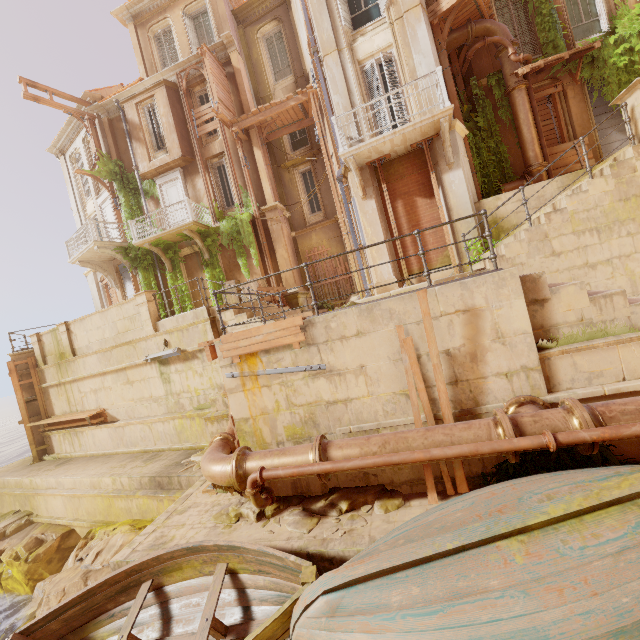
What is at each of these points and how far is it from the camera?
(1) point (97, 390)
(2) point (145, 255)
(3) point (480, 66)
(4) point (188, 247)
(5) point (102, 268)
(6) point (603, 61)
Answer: (1) building, 13.2 meters
(2) plant, 17.4 meters
(3) column, 11.6 meters
(4) column, 17.0 meters
(5) support, 18.9 meters
(6) plant, 10.9 meters

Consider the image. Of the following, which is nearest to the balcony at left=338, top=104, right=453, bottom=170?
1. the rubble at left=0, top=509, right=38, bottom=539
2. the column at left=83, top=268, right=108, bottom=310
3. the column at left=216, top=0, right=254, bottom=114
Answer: the column at left=216, top=0, right=254, bottom=114

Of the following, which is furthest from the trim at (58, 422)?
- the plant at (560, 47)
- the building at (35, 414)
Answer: the plant at (560, 47)

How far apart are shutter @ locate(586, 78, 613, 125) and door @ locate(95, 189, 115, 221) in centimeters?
2240cm

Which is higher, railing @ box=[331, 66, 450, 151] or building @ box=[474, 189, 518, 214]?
railing @ box=[331, 66, 450, 151]

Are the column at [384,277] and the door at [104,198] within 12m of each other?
no

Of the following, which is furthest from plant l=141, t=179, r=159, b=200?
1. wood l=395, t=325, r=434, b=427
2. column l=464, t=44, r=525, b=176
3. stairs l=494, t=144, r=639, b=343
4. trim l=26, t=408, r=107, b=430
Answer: wood l=395, t=325, r=434, b=427

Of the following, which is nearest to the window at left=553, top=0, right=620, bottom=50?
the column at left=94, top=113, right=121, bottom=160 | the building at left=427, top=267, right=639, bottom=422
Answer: the building at left=427, top=267, right=639, bottom=422
